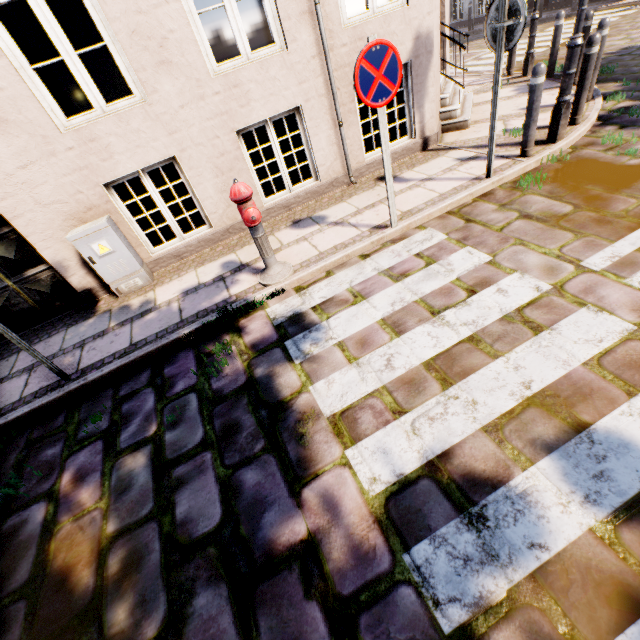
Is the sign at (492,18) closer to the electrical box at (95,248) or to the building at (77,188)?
the electrical box at (95,248)

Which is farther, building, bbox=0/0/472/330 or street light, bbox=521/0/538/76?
street light, bbox=521/0/538/76

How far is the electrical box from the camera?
4.3 meters

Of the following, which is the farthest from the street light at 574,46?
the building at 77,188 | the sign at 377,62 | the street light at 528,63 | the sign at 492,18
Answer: A: the building at 77,188

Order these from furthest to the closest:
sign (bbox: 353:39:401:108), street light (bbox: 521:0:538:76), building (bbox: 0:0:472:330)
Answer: street light (bbox: 521:0:538:76) < building (bbox: 0:0:472:330) < sign (bbox: 353:39:401:108)

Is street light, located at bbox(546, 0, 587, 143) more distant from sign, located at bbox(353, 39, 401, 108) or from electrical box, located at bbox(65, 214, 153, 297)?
electrical box, located at bbox(65, 214, 153, 297)

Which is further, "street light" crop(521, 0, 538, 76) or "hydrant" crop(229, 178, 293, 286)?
"street light" crop(521, 0, 538, 76)

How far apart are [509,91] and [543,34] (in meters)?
7.53
